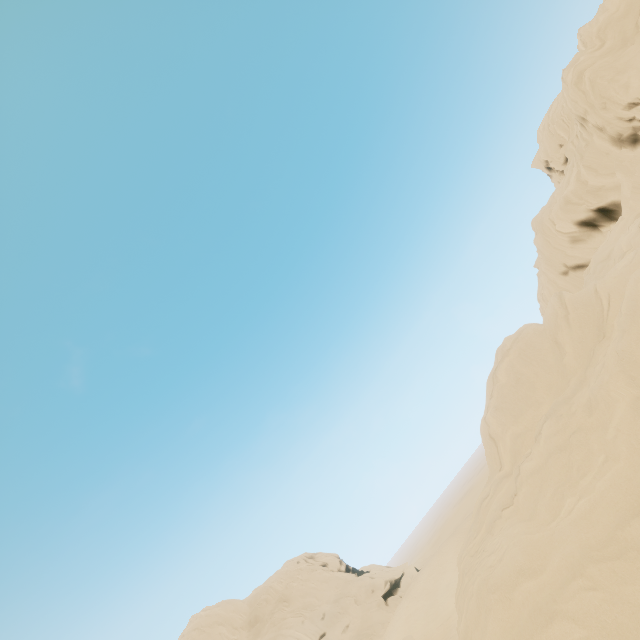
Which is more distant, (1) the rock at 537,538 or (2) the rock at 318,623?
(2) the rock at 318,623

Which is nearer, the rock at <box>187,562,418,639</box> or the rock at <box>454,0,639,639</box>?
the rock at <box>454,0,639,639</box>

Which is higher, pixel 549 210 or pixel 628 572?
pixel 549 210
